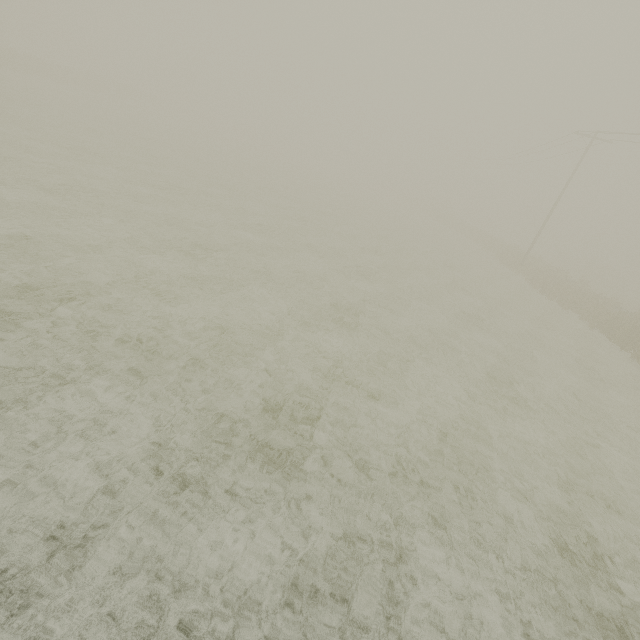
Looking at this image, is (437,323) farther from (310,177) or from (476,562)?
(310,177)
